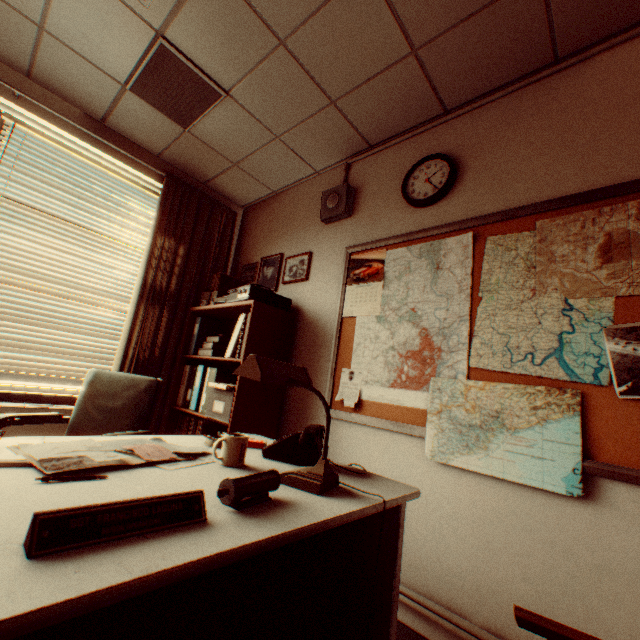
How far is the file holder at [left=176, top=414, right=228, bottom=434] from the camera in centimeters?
293cm

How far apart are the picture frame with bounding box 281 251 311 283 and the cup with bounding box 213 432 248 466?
1.9 meters

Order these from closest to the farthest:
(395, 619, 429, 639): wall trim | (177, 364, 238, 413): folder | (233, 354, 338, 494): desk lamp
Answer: (233, 354, 338, 494): desk lamp → (395, 619, 429, 639): wall trim → (177, 364, 238, 413): folder

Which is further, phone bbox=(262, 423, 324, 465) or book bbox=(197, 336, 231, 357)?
book bbox=(197, 336, 231, 357)

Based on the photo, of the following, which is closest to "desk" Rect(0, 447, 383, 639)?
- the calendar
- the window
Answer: the calendar

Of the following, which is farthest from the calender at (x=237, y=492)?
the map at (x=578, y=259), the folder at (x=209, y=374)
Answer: the folder at (x=209, y=374)

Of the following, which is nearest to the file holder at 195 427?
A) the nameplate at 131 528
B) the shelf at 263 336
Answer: the shelf at 263 336

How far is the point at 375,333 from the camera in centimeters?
241cm
